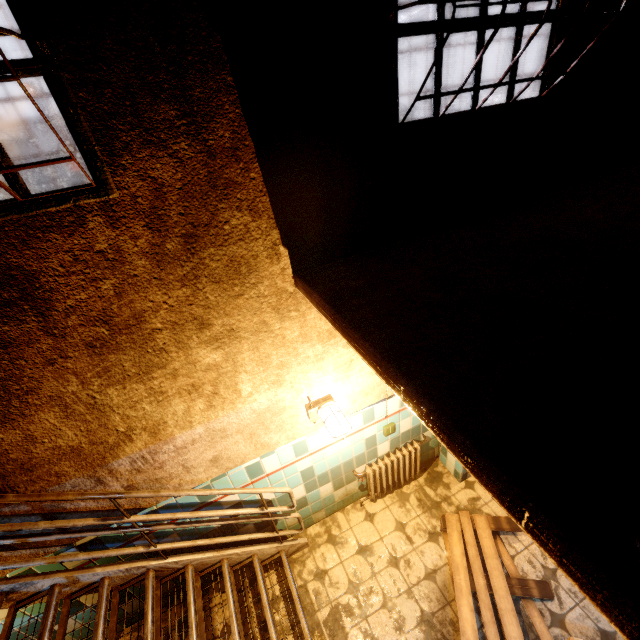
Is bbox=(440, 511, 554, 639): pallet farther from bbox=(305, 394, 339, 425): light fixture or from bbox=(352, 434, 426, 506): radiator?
bbox=(305, 394, 339, 425): light fixture

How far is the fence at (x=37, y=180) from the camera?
23.17m

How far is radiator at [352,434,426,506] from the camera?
3.6 meters

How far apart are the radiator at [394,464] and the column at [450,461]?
0.27m

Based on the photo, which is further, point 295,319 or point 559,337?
point 295,319

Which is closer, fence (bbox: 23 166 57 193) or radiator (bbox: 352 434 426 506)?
radiator (bbox: 352 434 426 506)

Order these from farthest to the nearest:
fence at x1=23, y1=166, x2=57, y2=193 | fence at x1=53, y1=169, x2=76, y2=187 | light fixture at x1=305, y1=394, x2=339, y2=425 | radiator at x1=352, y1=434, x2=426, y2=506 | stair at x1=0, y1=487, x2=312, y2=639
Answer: fence at x1=53, y1=169, x2=76, y2=187 → fence at x1=23, y1=166, x2=57, y2=193 → radiator at x1=352, y1=434, x2=426, y2=506 → light fixture at x1=305, y1=394, x2=339, y2=425 → stair at x1=0, y1=487, x2=312, y2=639

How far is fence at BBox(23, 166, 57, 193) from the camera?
23.2 meters
